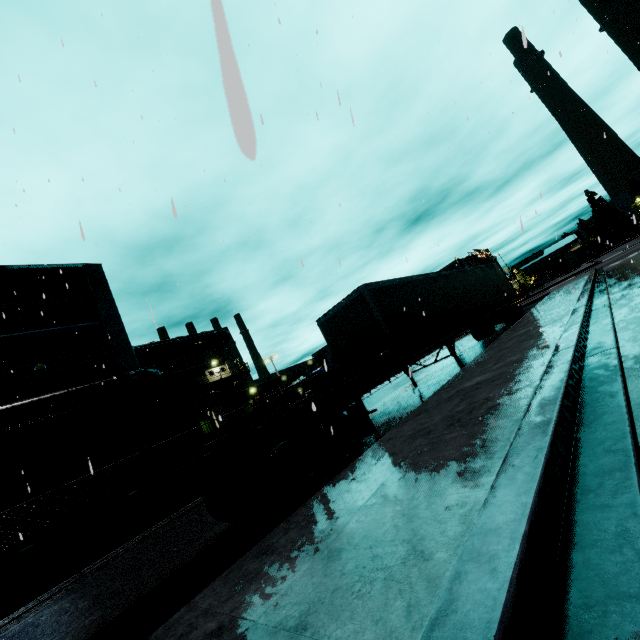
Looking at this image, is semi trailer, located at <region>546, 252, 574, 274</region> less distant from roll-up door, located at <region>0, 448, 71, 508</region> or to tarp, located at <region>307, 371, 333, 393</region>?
tarp, located at <region>307, 371, 333, 393</region>

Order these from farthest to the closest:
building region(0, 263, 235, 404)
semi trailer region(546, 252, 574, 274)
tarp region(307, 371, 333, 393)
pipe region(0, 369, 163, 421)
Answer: semi trailer region(546, 252, 574, 274)
tarp region(307, 371, 333, 393)
building region(0, 263, 235, 404)
pipe region(0, 369, 163, 421)

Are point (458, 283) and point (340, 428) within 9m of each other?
no

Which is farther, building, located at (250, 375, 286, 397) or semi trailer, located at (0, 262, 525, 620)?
building, located at (250, 375, 286, 397)

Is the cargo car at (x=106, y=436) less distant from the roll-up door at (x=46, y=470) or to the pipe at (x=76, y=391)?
the pipe at (x=76, y=391)

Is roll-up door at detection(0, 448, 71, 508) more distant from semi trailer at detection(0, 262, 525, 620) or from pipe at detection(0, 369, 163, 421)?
semi trailer at detection(0, 262, 525, 620)

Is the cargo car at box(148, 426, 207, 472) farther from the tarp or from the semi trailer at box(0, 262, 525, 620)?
the tarp

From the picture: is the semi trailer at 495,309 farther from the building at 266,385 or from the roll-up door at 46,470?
the roll-up door at 46,470
